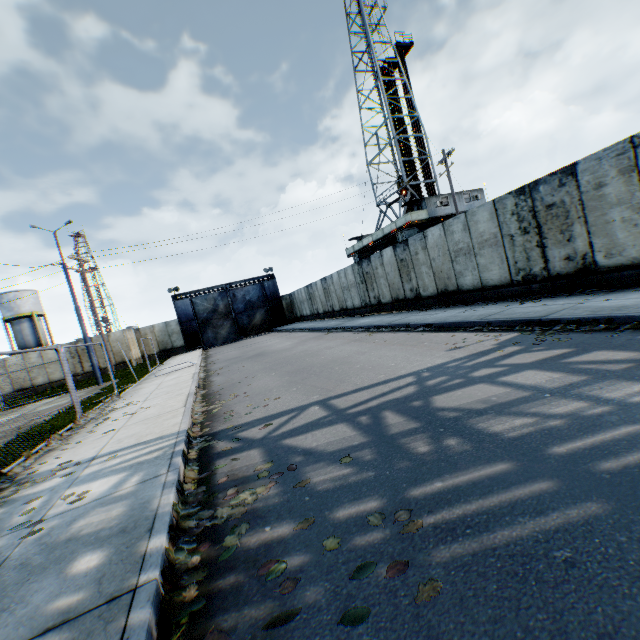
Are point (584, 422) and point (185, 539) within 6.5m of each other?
yes

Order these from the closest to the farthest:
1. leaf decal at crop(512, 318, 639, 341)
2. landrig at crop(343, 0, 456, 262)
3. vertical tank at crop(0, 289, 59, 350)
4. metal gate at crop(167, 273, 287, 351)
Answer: leaf decal at crop(512, 318, 639, 341) → landrig at crop(343, 0, 456, 262) → metal gate at crop(167, 273, 287, 351) → vertical tank at crop(0, 289, 59, 350)

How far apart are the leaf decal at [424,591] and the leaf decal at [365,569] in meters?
0.2 m

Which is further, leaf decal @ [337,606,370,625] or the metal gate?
the metal gate

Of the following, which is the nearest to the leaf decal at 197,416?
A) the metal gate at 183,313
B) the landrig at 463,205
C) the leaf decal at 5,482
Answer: the leaf decal at 5,482

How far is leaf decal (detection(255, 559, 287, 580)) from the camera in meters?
2.3

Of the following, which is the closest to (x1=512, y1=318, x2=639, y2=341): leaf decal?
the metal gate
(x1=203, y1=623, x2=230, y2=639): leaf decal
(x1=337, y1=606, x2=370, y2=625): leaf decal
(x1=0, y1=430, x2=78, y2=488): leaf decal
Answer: (x1=337, y1=606, x2=370, y2=625): leaf decal

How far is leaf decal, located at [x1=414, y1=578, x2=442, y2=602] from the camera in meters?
1.8 m
